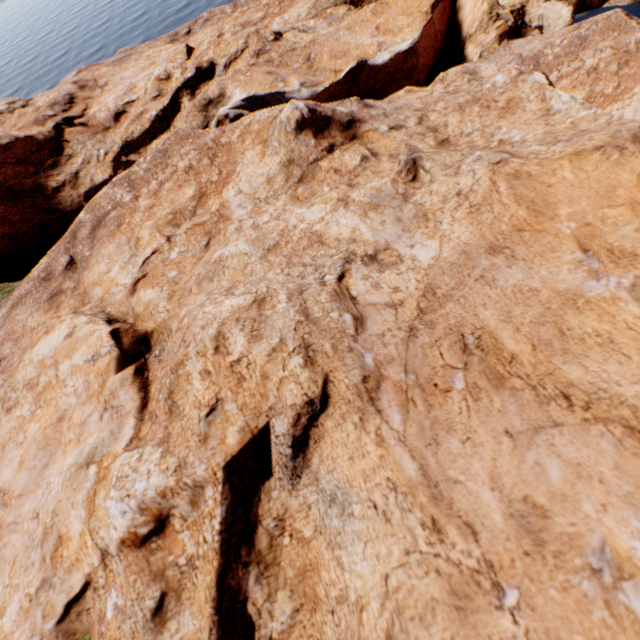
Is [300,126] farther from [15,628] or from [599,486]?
[15,628]
